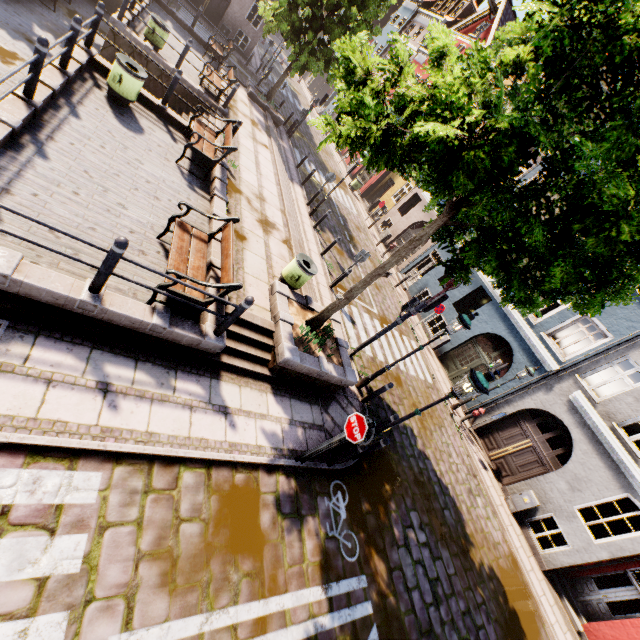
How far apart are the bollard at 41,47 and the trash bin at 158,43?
8.5m

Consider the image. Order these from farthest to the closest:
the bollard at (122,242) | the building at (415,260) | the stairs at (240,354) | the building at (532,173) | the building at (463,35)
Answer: the building at (463,35) → the building at (415,260) → the building at (532,173) → the stairs at (240,354) → the bollard at (122,242)

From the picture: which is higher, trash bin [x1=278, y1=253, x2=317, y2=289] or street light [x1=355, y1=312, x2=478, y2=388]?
street light [x1=355, y1=312, x2=478, y2=388]

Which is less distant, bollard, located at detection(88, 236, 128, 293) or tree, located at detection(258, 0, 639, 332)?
tree, located at detection(258, 0, 639, 332)

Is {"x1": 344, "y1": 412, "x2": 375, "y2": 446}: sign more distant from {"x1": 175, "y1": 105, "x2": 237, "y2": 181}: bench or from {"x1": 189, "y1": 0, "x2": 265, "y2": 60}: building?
{"x1": 189, "y1": 0, "x2": 265, "y2": 60}: building

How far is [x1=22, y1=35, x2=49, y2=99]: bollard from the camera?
5.4 meters

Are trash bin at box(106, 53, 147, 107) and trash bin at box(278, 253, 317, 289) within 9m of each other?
yes

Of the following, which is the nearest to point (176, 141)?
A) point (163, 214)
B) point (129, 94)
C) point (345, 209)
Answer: point (129, 94)
